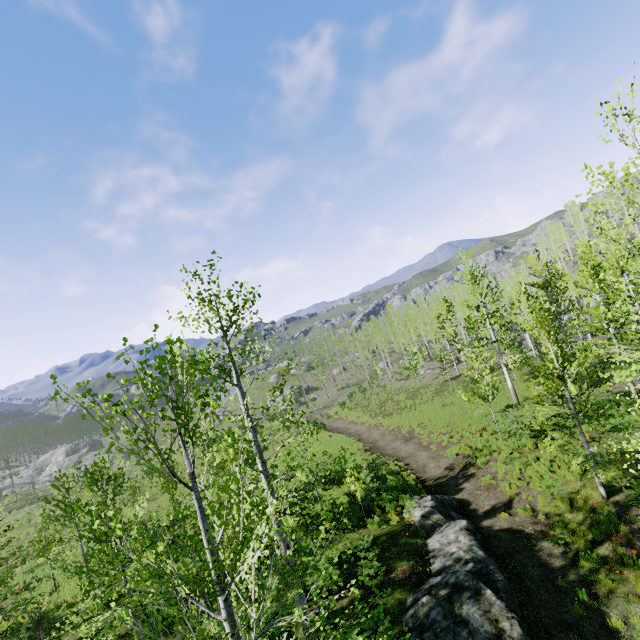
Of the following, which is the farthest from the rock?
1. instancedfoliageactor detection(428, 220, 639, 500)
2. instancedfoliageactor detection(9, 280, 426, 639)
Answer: instancedfoliageactor detection(9, 280, 426, 639)

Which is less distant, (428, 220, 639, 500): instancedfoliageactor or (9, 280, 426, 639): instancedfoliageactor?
(9, 280, 426, 639): instancedfoliageactor

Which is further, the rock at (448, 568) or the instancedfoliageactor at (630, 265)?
the instancedfoliageactor at (630, 265)

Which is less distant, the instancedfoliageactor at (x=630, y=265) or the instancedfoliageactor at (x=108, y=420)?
the instancedfoliageactor at (x=108, y=420)

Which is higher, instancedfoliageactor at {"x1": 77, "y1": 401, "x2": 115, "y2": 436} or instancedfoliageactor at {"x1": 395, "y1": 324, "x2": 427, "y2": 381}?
instancedfoliageactor at {"x1": 77, "y1": 401, "x2": 115, "y2": 436}

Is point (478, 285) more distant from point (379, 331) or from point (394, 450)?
point (379, 331)

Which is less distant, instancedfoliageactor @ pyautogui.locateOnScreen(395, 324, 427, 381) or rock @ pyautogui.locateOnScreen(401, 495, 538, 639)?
rock @ pyautogui.locateOnScreen(401, 495, 538, 639)

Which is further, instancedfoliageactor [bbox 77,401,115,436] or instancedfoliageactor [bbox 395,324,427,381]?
instancedfoliageactor [bbox 395,324,427,381]
